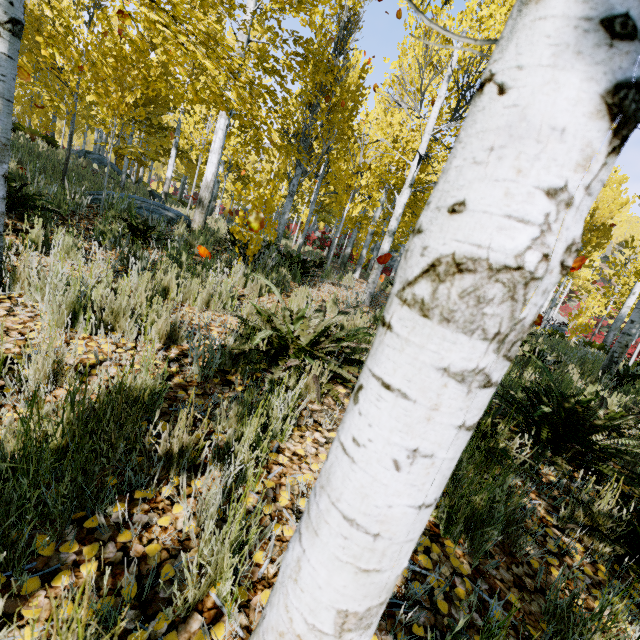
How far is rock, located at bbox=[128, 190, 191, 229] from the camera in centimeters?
728cm

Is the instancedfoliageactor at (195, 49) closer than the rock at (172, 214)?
Yes

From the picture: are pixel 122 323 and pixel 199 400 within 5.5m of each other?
yes

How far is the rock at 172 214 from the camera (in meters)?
7.28

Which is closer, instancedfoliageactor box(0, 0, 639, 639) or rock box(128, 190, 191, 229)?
instancedfoliageactor box(0, 0, 639, 639)
